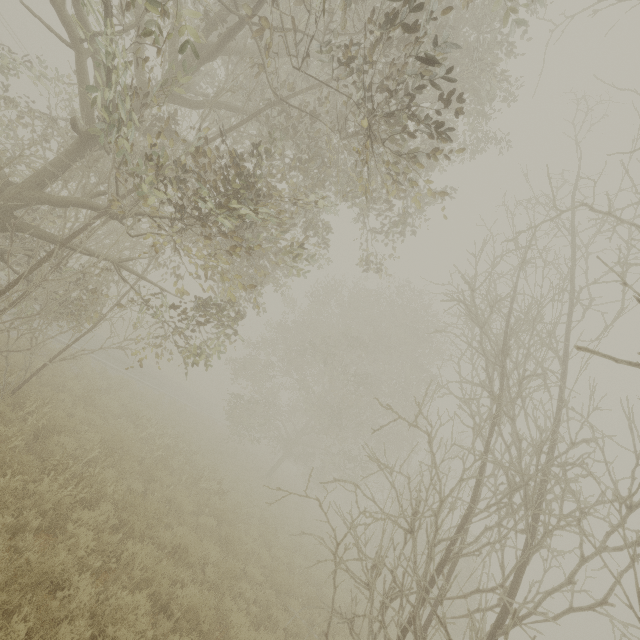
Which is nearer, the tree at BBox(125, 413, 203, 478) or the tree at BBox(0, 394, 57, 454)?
the tree at BBox(0, 394, 57, 454)

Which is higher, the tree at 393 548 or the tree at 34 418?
the tree at 393 548

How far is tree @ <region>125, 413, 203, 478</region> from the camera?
10.8m

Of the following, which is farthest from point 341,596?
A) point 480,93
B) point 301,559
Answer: point 480,93

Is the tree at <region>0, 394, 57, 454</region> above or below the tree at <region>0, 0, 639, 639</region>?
below

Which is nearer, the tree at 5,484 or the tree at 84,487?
the tree at 5,484
